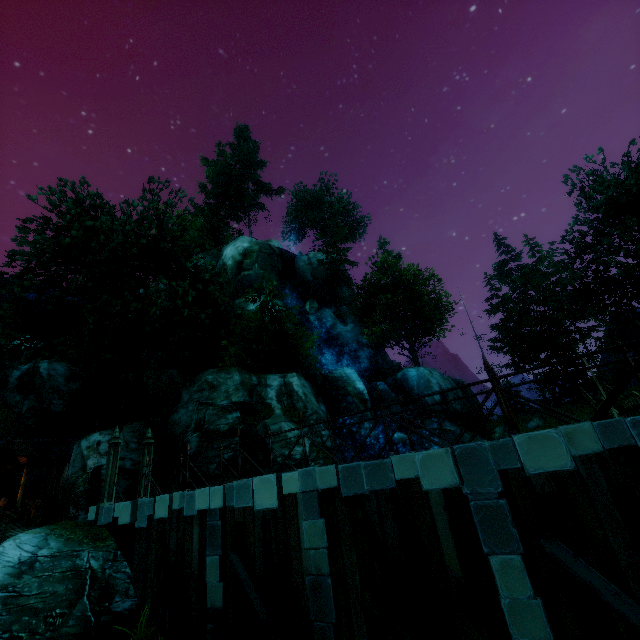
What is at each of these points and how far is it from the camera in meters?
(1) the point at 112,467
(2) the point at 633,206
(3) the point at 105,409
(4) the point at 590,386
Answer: (1) pillar, 12.0
(2) tree, 25.9
(3) bush, 19.1
(4) tree, 31.3

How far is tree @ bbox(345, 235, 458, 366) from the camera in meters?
33.4 m

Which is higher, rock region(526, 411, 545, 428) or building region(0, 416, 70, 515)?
building region(0, 416, 70, 515)

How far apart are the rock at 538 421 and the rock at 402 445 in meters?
10.8

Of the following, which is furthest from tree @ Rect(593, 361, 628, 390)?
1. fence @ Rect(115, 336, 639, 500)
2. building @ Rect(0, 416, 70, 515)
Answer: fence @ Rect(115, 336, 639, 500)

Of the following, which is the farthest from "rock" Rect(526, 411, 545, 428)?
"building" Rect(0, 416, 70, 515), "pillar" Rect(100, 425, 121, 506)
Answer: "building" Rect(0, 416, 70, 515)

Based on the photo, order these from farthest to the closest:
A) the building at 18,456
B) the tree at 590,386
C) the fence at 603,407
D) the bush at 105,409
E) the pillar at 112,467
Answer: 1. the tree at 590,386
2. the bush at 105,409
3. the building at 18,456
4. the pillar at 112,467
5. the fence at 603,407

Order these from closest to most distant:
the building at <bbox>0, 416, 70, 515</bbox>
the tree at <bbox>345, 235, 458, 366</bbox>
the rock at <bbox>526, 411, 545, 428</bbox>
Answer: the building at <bbox>0, 416, 70, 515</bbox>, the rock at <bbox>526, 411, 545, 428</bbox>, the tree at <bbox>345, 235, 458, 366</bbox>
